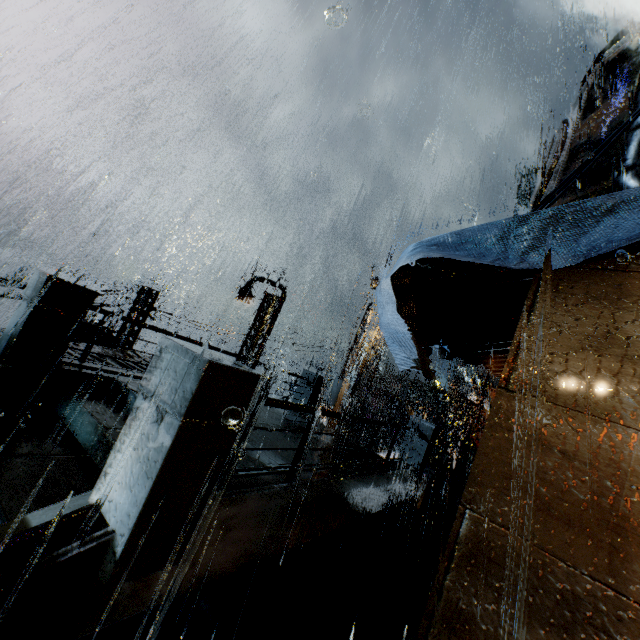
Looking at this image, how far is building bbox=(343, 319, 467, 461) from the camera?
19.00m

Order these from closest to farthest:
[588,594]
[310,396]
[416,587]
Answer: [588,594] → [416,587] → [310,396]

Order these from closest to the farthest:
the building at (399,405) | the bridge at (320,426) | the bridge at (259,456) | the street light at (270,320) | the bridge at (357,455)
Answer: the bridge at (259,456)
the bridge at (357,455)
the bridge at (320,426)
the street light at (270,320)
the building at (399,405)

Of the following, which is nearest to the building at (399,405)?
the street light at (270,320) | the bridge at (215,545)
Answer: the bridge at (215,545)

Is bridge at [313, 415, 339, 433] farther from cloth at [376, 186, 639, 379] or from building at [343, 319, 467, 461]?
cloth at [376, 186, 639, 379]

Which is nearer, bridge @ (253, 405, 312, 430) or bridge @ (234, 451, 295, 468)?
bridge @ (234, 451, 295, 468)

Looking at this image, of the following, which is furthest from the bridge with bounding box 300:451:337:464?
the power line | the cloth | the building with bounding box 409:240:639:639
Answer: the power line

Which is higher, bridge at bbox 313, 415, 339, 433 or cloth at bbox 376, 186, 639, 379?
cloth at bbox 376, 186, 639, 379
